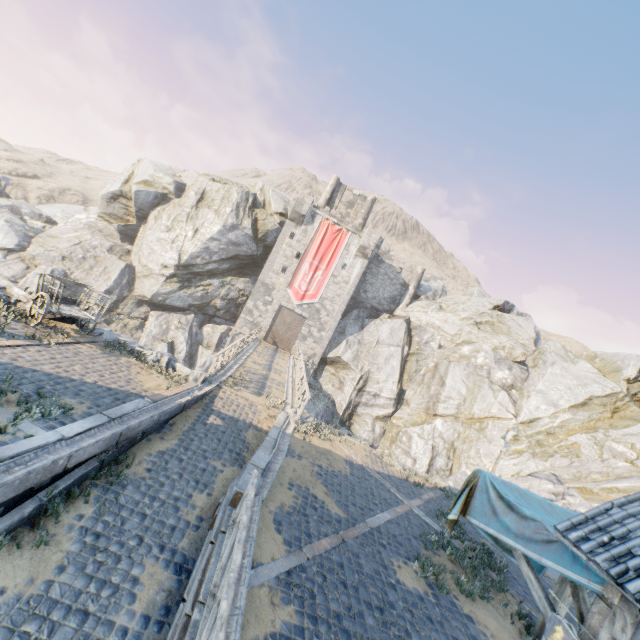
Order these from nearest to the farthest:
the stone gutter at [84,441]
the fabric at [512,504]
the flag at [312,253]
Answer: the fabric at [512,504]
the stone gutter at [84,441]
the flag at [312,253]

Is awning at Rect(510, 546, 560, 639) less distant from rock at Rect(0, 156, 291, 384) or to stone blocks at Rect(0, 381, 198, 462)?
stone blocks at Rect(0, 381, 198, 462)

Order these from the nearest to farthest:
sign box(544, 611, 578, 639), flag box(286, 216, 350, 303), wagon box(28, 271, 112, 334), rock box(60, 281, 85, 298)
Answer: sign box(544, 611, 578, 639), wagon box(28, 271, 112, 334), rock box(60, 281, 85, 298), flag box(286, 216, 350, 303)

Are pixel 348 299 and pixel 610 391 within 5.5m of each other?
no

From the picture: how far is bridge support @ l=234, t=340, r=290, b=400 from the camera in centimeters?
1644cm

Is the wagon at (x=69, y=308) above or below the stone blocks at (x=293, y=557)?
above

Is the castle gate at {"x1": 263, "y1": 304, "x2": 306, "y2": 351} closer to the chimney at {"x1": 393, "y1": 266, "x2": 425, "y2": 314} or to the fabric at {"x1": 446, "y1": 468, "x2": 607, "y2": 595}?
the chimney at {"x1": 393, "y1": 266, "x2": 425, "y2": 314}

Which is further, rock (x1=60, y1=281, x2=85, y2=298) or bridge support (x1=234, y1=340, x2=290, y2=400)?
rock (x1=60, y1=281, x2=85, y2=298)
